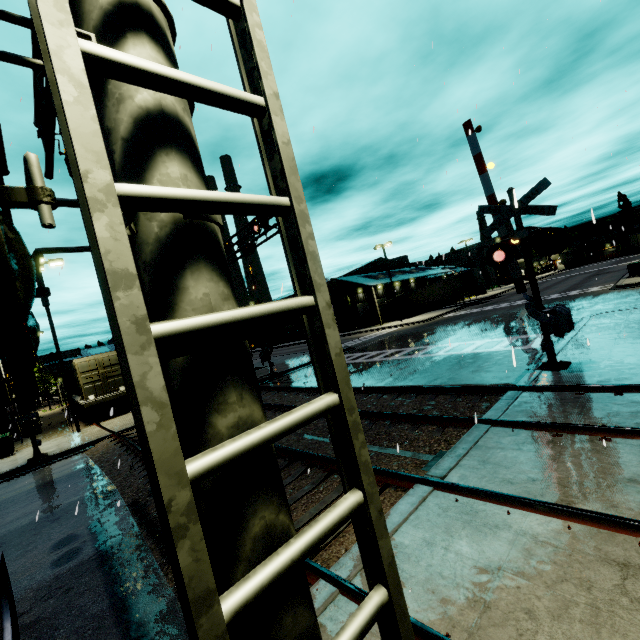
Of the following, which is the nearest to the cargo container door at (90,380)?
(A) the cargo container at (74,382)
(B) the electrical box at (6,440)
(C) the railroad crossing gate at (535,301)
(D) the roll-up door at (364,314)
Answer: (A) the cargo container at (74,382)

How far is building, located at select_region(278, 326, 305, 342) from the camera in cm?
5470

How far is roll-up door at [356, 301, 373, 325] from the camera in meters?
49.1 m

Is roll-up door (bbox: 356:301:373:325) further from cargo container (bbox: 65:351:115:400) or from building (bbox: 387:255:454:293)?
cargo container (bbox: 65:351:115:400)

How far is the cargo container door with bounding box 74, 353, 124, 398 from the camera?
20.0 meters

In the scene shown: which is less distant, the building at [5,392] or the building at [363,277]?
the building at [5,392]

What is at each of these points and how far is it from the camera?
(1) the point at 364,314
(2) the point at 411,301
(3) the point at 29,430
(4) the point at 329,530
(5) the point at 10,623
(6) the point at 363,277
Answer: (1) roll-up door, 49.72m
(2) semi trailer, 47.47m
(3) railroad crossing gate, 13.73m
(4) railroad crossing overhang, 1.35m
(5) railroad crossing gate, 1.83m
(6) building, 47.75m

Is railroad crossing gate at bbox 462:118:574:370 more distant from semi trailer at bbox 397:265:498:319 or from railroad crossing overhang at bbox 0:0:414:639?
semi trailer at bbox 397:265:498:319
